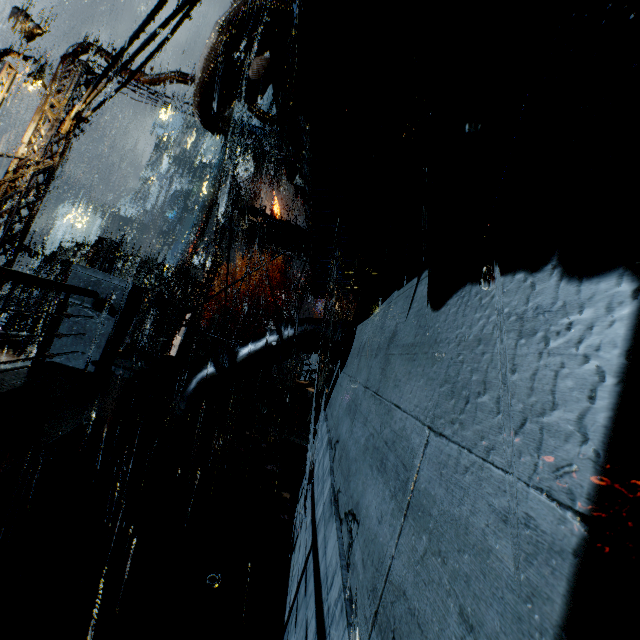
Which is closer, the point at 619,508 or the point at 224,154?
the point at 619,508

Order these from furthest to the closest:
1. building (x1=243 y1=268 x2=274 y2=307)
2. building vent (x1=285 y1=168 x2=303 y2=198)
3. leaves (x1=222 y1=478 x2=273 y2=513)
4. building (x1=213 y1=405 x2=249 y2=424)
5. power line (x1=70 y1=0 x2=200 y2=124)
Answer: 1. building (x1=243 y1=268 x2=274 y2=307)
2. building (x1=213 y1=405 x2=249 y2=424)
3. building vent (x1=285 y1=168 x2=303 y2=198)
4. leaves (x1=222 y1=478 x2=273 y2=513)
5. power line (x1=70 y1=0 x2=200 y2=124)

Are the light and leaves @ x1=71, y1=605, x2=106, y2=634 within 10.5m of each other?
no

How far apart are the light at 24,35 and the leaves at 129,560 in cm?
1461

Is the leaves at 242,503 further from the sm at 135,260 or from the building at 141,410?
the sm at 135,260

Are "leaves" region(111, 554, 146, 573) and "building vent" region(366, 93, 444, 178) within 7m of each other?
yes

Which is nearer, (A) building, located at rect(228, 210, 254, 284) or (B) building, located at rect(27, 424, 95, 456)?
(B) building, located at rect(27, 424, 95, 456)

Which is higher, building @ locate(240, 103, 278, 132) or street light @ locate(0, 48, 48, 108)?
building @ locate(240, 103, 278, 132)
